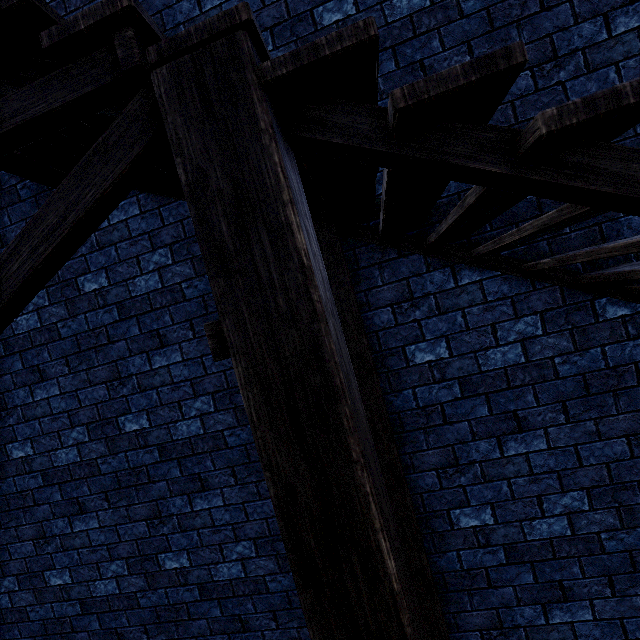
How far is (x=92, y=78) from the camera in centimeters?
105cm
